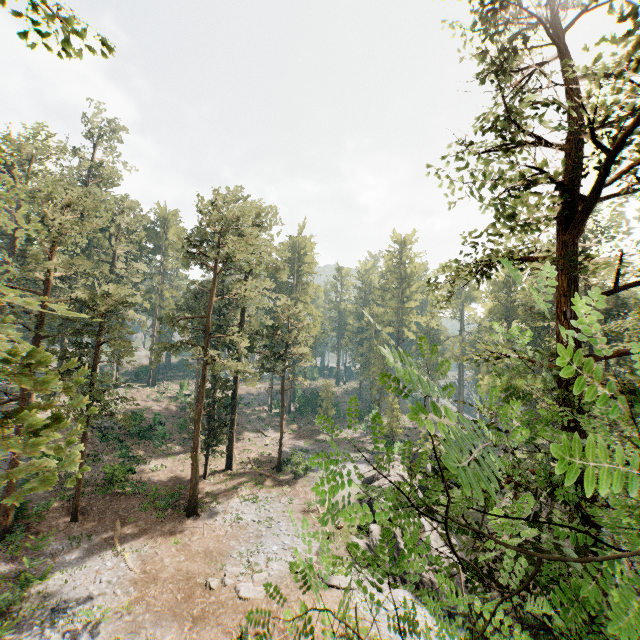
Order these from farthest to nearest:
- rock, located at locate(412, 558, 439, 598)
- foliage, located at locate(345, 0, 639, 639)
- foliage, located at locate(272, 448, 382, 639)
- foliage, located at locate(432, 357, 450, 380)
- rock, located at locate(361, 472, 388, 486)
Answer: rock, located at locate(361, 472, 388, 486)
rock, located at locate(412, 558, 439, 598)
foliage, located at locate(432, 357, 450, 380)
foliage, located at locate(272, 448, 382, 639)
foliage, located at locate(345, 0, 639, 639)

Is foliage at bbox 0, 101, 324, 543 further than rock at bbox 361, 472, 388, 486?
No

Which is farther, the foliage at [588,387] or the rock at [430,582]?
the rock at [430,582]

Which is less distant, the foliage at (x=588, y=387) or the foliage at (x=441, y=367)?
the foliage at (x=588, y=387)

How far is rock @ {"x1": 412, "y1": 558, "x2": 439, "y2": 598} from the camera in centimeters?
2058cm

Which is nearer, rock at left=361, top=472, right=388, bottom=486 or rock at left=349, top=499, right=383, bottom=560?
rock at left=349, top=499, right=383, bottom=560

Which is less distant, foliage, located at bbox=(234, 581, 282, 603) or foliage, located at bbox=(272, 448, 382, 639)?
foliage, located at bbox=(272, 448, 382, 639)

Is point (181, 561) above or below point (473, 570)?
below
